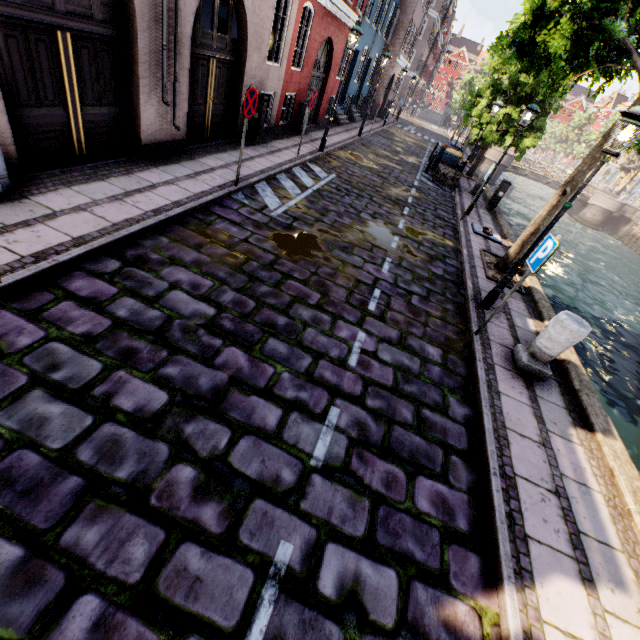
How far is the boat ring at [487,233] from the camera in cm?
1059

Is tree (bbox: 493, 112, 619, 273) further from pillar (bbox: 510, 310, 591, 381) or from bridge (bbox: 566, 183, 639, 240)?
pillar (bbox: 510, 310, 591, 381)

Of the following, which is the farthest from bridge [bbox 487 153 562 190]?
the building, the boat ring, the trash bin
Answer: the boat ring

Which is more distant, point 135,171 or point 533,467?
point 135,171

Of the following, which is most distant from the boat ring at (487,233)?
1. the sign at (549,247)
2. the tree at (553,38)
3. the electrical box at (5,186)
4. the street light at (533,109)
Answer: the electrical box at (5,186)

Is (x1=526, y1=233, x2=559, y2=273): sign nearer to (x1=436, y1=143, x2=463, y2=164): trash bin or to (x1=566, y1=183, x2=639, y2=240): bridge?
(x1=436, y1=143, x2=463, y2=164): trash bin

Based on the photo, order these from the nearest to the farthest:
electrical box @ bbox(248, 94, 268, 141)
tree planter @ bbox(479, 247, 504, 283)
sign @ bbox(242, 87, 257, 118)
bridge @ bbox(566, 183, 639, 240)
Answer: sign @ bbox(242, 87, 257, 118), tree planter @ bbox(479, 247, 504, 283), electrical box @ bbox(248, 94, 268, 141), bridge @ bbox(566, 183, 639, 240)

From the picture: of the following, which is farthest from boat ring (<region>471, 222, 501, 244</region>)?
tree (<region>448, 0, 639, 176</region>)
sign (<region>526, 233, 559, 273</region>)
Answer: sign (<region>526, 233, 559, 273</region>)
